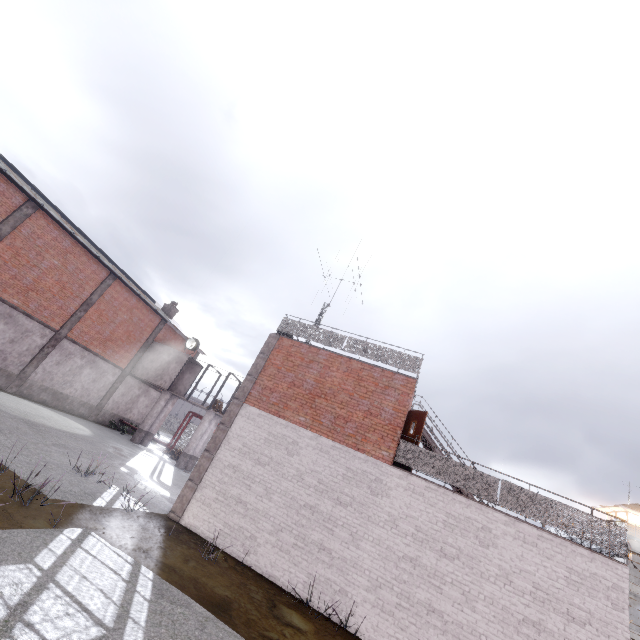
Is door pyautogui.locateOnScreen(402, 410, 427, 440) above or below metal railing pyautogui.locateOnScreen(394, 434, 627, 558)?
above

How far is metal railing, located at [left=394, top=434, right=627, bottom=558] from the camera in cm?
843

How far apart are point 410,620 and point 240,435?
7.0 meters

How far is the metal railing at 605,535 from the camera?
8.4m

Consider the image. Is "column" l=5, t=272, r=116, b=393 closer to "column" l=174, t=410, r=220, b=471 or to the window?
the window

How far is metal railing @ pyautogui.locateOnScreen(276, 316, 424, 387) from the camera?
11.79m

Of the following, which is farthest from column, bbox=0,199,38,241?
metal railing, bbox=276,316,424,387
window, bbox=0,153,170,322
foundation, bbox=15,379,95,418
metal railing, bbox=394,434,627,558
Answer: metal railing, bbox=394,434,627,558

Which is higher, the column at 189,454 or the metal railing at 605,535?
the metal railing at 605,535
